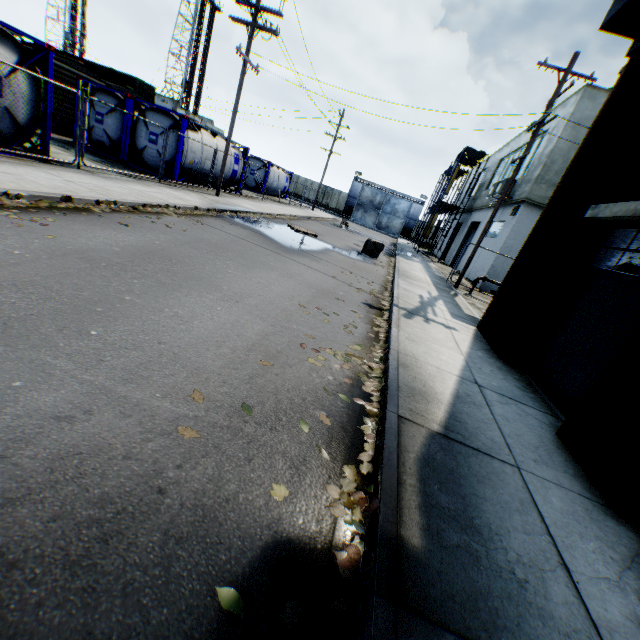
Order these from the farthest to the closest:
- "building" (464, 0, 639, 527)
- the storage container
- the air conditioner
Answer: the storage container < the air conditioner < "building" (464, 0, 639, 527)

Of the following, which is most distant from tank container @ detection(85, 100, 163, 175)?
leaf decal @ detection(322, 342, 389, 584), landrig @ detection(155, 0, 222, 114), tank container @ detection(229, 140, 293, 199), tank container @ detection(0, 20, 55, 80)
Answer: landrig @ detection(155, 0, 222, 114)

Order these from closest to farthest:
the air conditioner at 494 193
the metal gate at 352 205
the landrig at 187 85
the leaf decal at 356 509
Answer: the leaf decal at 356 509 → the air conditioner at 494 193 → the metal gate at 352 205 → the landrig at 187 85

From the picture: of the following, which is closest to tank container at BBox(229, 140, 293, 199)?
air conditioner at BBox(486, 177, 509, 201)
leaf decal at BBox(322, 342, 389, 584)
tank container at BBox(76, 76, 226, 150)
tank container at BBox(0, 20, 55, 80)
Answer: tank container at BBox(76, 76, 226, 150)

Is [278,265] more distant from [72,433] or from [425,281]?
[425,281]

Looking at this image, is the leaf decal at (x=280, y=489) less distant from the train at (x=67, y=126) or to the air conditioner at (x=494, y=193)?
the air conditioner at (x=494, y=193)

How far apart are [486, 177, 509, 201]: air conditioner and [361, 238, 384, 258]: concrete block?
Answer: 7.32m

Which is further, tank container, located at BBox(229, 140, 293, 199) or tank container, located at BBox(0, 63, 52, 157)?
tank container, located at BBox(229, 140, 293, 199)
